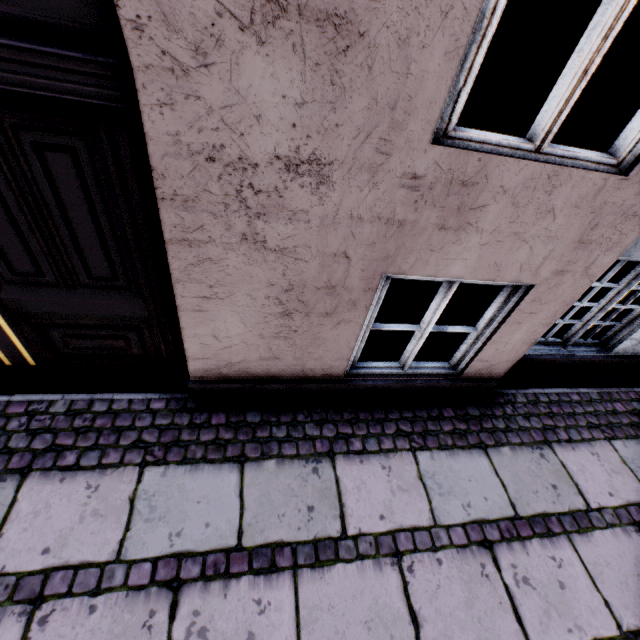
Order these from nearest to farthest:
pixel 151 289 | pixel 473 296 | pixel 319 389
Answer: pixel 151 289 → pixel 319 389 → pixel 473 296
